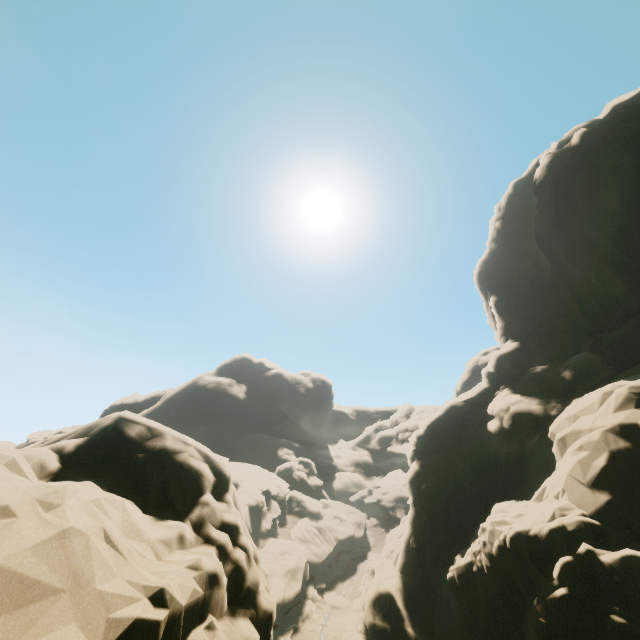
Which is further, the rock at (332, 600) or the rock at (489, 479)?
the rock at (332, 600)

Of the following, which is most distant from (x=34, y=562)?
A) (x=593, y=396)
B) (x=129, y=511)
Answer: (x=593, y=396)

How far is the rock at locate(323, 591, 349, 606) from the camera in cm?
3300

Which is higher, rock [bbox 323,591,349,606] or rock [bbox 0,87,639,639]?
rock [bbox 0,87,639,639]

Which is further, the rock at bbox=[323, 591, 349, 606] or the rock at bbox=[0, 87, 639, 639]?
the rock at bbox=[323, 591, 349, 606]

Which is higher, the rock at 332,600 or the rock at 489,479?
the rock at 489,479
